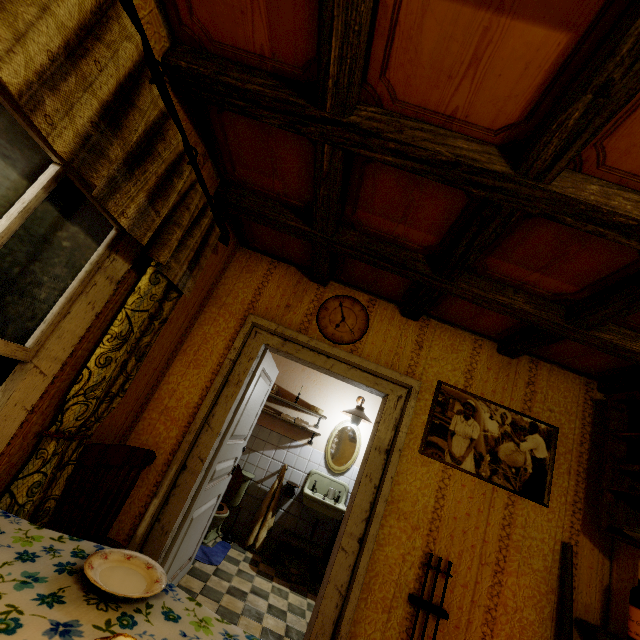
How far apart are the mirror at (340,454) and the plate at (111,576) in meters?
3.8 m

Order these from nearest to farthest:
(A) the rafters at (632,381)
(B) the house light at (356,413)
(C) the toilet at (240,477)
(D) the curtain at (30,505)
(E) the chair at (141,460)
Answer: (D) the curtain at (30,505) → (E) the chair at (141,460) → (A) the rafters at (632,381) → (C) the toilet at (240,477) → (B) the house light at (356,413)

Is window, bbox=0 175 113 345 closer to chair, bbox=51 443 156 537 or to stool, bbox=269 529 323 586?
chair, bbox=51 443 156 537

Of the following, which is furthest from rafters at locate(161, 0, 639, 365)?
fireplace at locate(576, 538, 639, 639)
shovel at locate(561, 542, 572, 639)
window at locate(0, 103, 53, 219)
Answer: shovel at locate(561, 542, 572, 639)

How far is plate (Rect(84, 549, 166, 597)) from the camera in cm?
110

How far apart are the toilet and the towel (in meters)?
0.27

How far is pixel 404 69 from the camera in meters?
1.2

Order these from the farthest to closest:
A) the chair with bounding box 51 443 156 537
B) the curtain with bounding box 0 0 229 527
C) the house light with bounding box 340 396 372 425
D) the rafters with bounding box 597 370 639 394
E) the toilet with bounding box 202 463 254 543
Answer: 1. the house light with bounding box 340 396 372 425
2. the toilet with bounding box 202 463 254 543
3. the rafters with bounding box 597 370 639 394
4. the chair with bounding box 51 443 156 537
5. the curtain with bounding box 0 0 229 527
